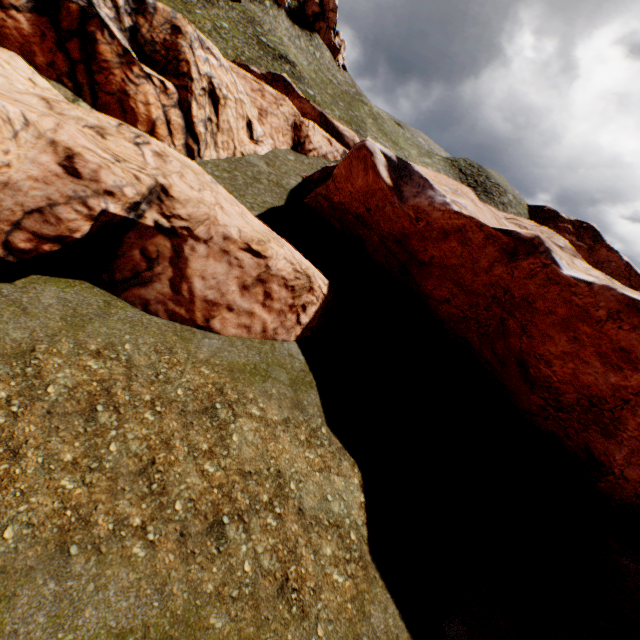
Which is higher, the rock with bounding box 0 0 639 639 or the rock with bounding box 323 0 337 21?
the rock with bounding box 323 0 337 21

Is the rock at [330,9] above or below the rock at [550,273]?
above

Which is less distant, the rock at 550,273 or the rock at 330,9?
the rock at 550,273

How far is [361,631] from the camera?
7.6 meters

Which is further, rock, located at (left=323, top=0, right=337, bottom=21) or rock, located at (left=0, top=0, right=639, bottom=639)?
rock, located at (left=323, top=0, right=337, bottom=21)
